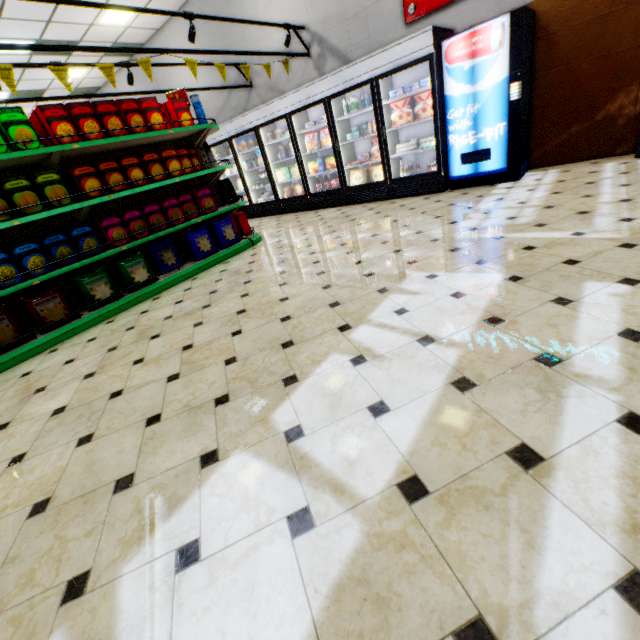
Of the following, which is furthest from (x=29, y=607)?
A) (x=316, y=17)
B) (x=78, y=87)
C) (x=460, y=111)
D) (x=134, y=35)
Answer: (x=78, y=87)

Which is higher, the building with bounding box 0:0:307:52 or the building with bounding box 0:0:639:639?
the building with bounding box 0:0:307:52

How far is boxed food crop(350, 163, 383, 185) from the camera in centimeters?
627cm

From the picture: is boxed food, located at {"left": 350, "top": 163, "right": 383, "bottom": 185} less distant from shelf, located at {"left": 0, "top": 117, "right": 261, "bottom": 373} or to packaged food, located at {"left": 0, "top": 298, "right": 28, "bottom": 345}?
shelf, located at {"left": 0, "top": 117, "right": 261, "bottom": 373}

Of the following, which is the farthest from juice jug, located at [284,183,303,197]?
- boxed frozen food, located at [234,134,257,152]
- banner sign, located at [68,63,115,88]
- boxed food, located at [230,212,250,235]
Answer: banner sign, located at [68,63,115,88]

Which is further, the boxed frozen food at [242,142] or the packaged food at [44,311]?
the boxed frozen food at [242,142]

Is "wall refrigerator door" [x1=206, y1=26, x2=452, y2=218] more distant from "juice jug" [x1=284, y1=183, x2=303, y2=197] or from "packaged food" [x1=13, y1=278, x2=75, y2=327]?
"packaged food" [x1=13, y1=278, x2=75, y2=327]

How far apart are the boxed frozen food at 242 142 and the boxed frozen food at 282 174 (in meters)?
1.02
